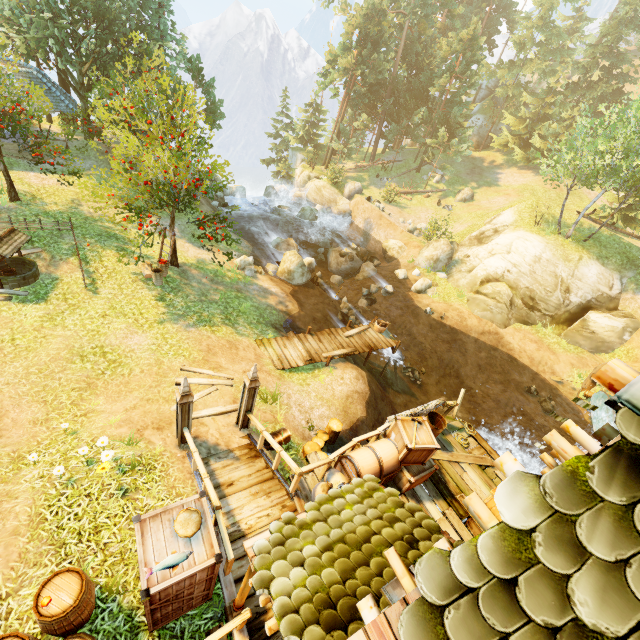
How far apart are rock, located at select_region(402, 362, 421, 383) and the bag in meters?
12.0

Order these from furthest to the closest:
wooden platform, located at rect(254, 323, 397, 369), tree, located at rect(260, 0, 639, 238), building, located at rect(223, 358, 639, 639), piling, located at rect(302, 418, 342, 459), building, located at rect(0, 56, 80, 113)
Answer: tree, located at rect(260, 0, 639, 238) → building, located at rect(0, 56, 80, 113) → wooden platform, located at rect(254, 323, 397, 369) → piling, located at rect(302, 418, 342, 459) → building, located at rect(223, 358, 639, 639)

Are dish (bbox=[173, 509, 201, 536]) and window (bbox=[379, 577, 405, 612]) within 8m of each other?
yes

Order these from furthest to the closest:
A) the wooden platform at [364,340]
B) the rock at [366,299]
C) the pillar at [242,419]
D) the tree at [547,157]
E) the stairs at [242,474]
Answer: the rock at [366,299] < the tree at [547,157] < the wooden platform at [364,340] < the pillar at [242,419] < the stairs at [242,474]

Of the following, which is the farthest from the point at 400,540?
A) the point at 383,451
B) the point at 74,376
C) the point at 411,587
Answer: the point at 74,376

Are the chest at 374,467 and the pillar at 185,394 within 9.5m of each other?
yes

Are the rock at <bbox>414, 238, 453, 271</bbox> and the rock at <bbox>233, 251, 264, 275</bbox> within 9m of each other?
no

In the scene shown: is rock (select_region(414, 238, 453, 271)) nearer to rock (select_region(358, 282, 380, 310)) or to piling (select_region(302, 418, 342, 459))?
rock (select_region(358, 282, 380, 310))
